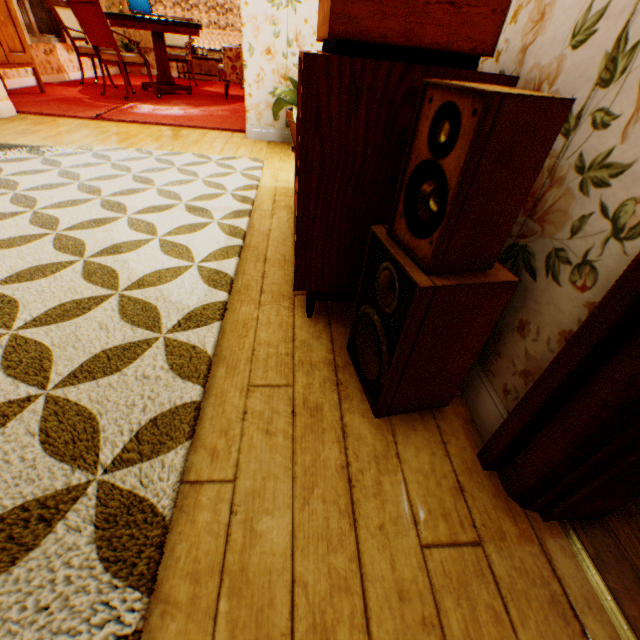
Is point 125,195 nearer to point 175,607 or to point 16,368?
point 16,368

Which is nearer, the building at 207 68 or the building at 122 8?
the building at 122 8

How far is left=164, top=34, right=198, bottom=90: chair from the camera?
6.98m

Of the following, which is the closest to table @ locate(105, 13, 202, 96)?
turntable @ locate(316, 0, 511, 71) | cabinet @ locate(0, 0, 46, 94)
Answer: cabinet @ locate(0, 0, 46, 94)

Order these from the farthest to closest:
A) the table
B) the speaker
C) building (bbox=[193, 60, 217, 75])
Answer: building (bbox=[193, 60, 217, 75])
the table
the speaker

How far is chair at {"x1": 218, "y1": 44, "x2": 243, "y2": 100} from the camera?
6.1m

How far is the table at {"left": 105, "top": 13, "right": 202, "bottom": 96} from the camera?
5.3m

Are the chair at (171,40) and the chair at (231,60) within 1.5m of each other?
yes
